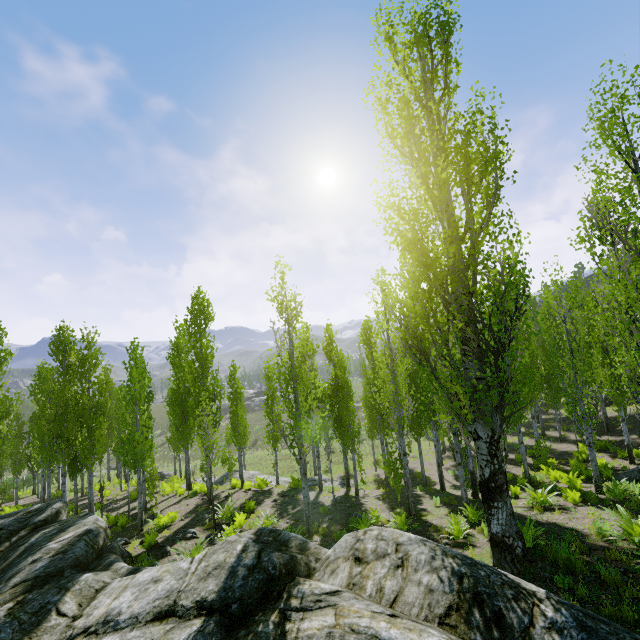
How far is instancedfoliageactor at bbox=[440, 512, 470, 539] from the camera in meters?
9.1

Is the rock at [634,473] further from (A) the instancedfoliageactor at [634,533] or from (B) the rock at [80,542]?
(B) the rock at [80,542]

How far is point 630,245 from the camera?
7.3m

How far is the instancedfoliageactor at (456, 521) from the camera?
9.1m

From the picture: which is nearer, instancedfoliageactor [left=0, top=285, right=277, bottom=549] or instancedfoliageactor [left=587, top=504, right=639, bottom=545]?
instancedfoliageactor [left=587, top=504, right=639, bottom=545]

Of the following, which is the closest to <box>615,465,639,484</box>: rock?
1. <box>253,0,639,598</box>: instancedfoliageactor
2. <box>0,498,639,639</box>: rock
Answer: <box>253,0,639,598</box>: instancedfoliageactor

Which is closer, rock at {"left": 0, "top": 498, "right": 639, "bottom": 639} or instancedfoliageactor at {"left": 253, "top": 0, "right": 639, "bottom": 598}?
rock at {"left": 0, "top": 498, "right": 639, "bottom": 639}
